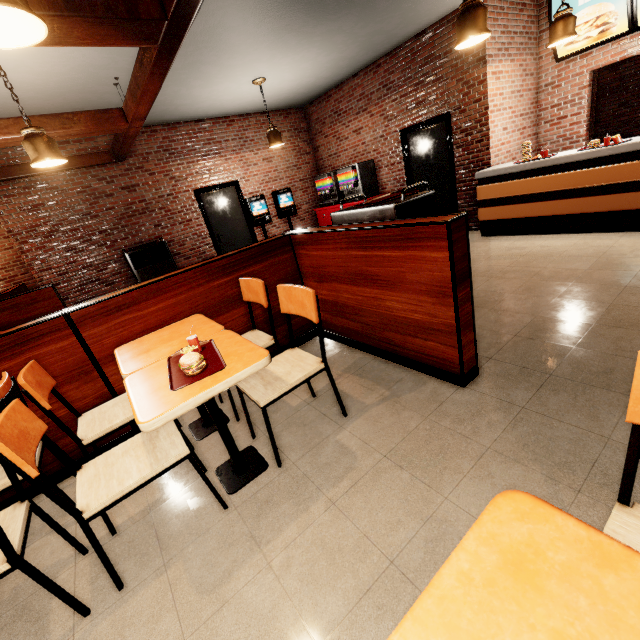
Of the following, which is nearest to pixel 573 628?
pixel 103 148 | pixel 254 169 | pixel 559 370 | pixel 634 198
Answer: pixel 559 370
